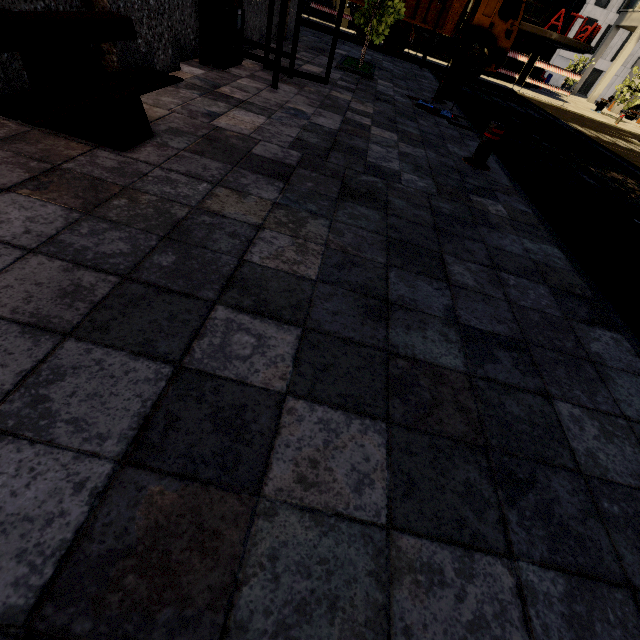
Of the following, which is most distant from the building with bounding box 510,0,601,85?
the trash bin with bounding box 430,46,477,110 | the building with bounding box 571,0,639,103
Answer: the building with bounding box 571,0,639,103

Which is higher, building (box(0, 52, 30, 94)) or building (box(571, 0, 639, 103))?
building (box(571, 0, 639, 103))

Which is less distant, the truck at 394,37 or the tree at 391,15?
the tree at 391,15

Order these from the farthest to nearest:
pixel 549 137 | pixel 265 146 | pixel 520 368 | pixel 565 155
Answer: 1. pixel 549 137
2. pixel 565 155
3. pixel 265 146
4. pixel 520 368

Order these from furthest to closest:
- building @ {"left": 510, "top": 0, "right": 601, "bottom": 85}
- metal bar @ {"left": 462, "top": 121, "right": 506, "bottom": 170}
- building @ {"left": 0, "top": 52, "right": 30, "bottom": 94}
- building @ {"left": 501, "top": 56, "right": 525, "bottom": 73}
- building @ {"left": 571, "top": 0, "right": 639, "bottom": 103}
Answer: building @ {"left": 571, "top": 0, "right": 639, "bottom": 103} < building @ {"left": 501, "top": 56, "right": 525, "bottom": 73} < building @ {"left": 510, "top": 0, "right": 601, "bottom": 85} < metal bar @ {"left": 462, "top": 121, "right": 506, "bottom": 170} < building @ {"left": 0, "top": 52, "right": 30, "bottom": 94}

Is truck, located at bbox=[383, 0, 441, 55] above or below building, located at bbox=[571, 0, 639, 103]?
below

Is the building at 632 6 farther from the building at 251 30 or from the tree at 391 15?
the tree at 391 15

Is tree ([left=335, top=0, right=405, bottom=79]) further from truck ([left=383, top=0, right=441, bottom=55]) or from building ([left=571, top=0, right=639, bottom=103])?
building ([left=571, top=0, right=639, bottom=103])
